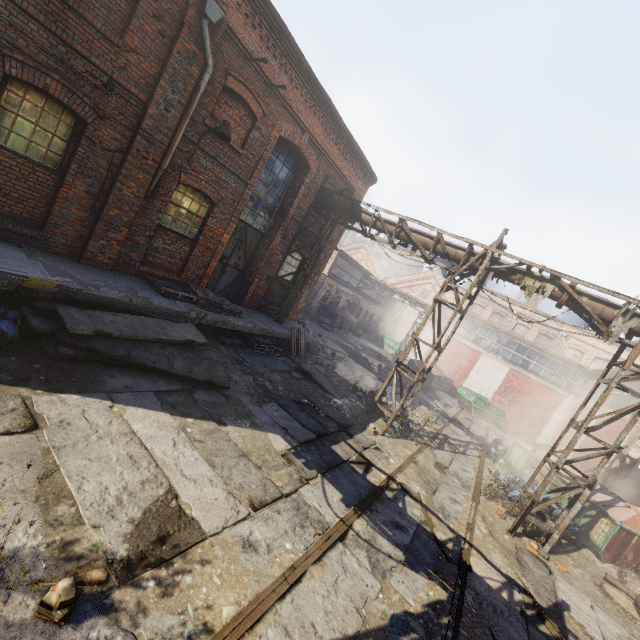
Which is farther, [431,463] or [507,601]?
[431,463]

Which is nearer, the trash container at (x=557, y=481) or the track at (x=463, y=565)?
the track at (x=463, y=565)

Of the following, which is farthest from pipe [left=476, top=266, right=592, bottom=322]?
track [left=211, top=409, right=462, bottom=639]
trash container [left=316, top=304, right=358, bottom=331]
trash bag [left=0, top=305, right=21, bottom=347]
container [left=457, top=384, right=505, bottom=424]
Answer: trash container [left=316, top=304, right=358, bottom=331]

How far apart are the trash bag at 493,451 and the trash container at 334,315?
14.9 meters

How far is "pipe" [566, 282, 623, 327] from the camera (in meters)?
7.88

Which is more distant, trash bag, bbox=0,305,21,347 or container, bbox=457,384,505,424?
container, bbox=457,384,505,424

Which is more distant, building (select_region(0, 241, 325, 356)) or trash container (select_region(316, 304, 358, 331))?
trash container (select_region(316, 304, 358, 331))

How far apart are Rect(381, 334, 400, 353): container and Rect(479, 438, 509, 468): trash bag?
16.59m
